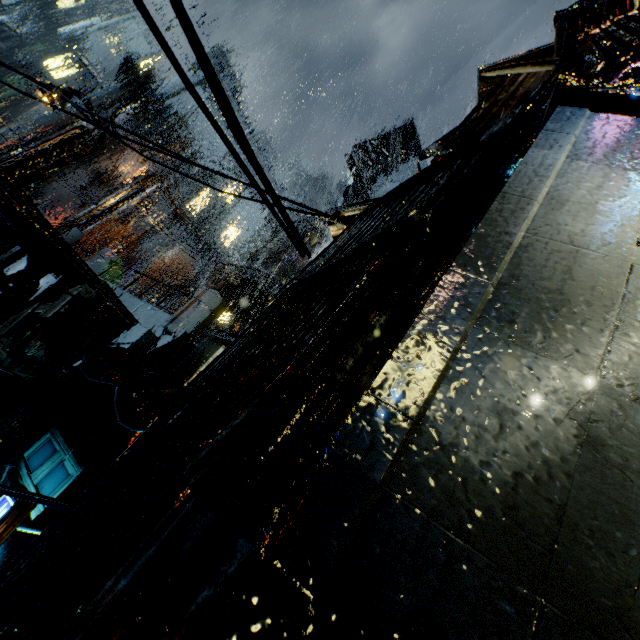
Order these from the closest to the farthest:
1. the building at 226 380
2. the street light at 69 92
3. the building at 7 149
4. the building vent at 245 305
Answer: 1. the building at 226 380
2. the street light at 69 92
3. the building vent at 245 305
4. the building at 7 149

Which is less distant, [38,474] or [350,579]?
[350,579]

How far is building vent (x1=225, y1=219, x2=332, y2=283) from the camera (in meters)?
24.00

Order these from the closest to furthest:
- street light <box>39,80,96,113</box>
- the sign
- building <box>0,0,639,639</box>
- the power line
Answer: building <box>0,0,639,639</box> → the power line → the sign → street light <box>39,80,96,113</box>

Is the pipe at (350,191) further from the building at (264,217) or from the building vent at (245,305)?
the building vent at (245,305)

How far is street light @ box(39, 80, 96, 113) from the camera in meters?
13.5 m

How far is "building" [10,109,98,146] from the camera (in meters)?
48.91

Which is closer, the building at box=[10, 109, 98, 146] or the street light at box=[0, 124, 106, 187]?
the street light at box=[0, 124, 106, 187]
